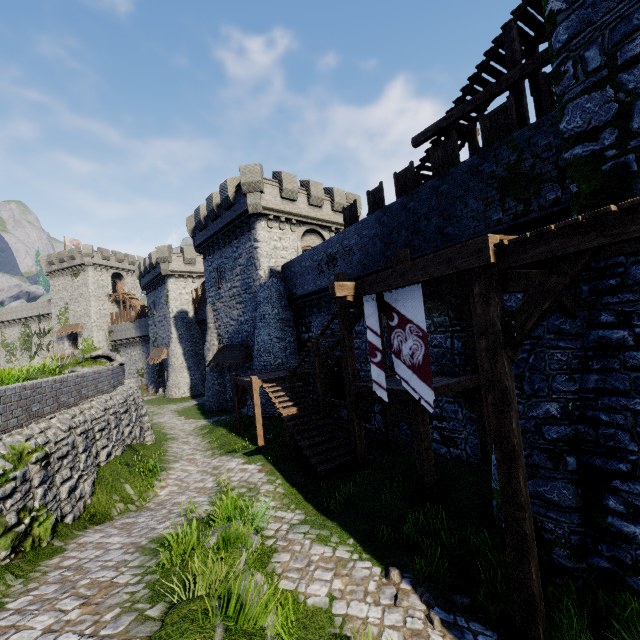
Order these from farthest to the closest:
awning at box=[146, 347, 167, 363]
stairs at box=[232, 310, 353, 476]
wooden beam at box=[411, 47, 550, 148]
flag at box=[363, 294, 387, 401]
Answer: awning at box=[146, 347, 167, 363] < stairs at box=[232, 310, 353, 476] < wooden beam at box=[411, 47, 550, 148] < flag at box=[363, 294, 387, 401]

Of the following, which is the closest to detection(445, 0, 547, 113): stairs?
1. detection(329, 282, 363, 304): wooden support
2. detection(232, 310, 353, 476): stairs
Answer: detection(232, 310, 353, 476): stairs

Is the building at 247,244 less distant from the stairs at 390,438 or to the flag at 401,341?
the stairs at 390,438

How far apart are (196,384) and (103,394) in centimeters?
2489cm

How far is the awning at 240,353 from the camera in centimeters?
2269cm

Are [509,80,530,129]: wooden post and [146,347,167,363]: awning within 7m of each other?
no

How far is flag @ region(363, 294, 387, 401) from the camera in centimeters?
768cm

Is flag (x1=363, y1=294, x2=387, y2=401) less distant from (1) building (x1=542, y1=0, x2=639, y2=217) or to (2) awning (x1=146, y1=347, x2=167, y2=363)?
(1) building (x1=542, y1=0, x2=639, y2=217)
